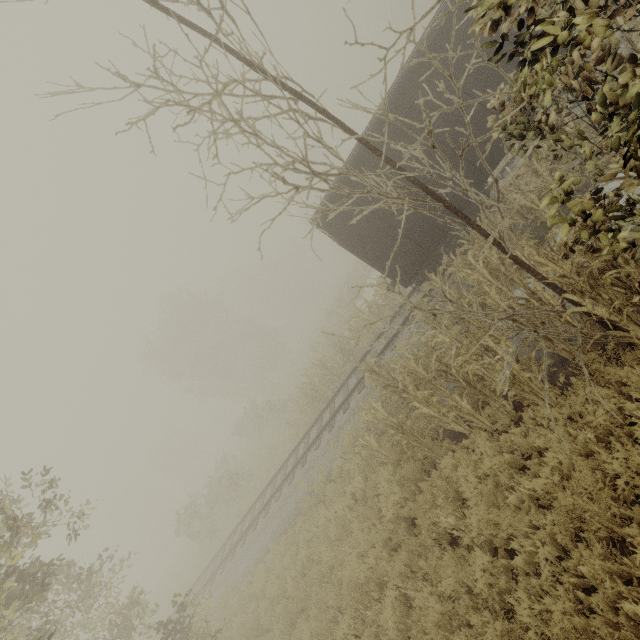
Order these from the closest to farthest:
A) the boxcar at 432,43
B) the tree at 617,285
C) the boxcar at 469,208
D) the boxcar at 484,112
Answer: the tree at 617,285 → the boxcar at 432,43 → the boxcar at 484,112 → the boxcar at 469,208

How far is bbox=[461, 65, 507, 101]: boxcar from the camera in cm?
870

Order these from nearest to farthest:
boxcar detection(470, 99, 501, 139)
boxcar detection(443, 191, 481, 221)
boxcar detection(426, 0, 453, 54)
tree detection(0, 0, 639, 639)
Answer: tree detection(0, 0, 639, 639), boxcar detection(426, 0, 453, 54), boxcar detection(470, 99, 501, 139), boxcar detection(443, 191, 481, 221)

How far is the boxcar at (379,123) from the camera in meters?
9.2 m

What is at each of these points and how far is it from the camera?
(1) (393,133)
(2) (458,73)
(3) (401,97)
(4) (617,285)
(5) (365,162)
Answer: (1) boxcar, 9.22m
(2) boxcar, 8.76m
(3) boxcar, 9.00m
(4) tree, 4.46m
(5) boxcar, 9.49m
